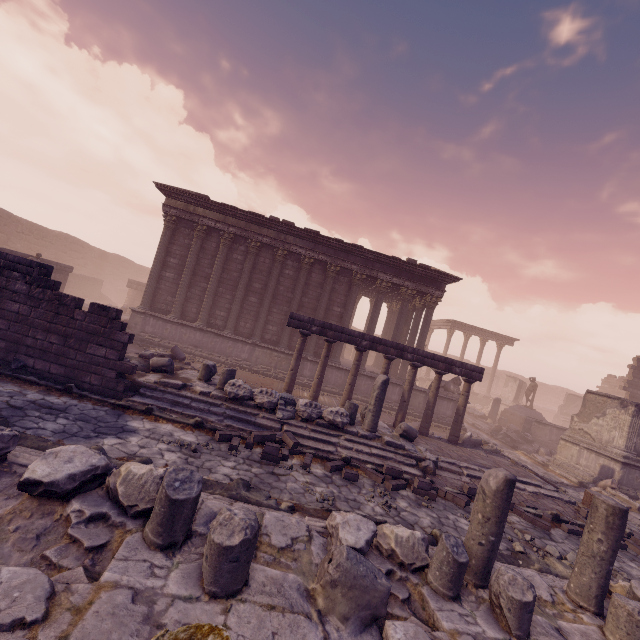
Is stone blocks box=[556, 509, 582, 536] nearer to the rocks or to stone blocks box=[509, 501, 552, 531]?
stone blocks box=[509, 501, 552, 531]

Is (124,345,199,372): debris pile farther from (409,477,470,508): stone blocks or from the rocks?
the rocks

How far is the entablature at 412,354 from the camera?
11.70m

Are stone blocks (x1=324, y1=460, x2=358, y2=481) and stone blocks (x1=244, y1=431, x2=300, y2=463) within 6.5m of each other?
yes

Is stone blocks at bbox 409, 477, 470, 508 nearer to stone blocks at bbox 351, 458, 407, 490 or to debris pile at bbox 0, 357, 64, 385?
stone blocks at bbox 351, 458, 407, 490

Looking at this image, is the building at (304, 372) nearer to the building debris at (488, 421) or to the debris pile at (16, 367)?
the building debris at (488, 421)

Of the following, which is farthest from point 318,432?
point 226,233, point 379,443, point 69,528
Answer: point 226,233

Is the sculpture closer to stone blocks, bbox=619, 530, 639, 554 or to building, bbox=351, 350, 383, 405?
building, bbox=351, 350, 383, 405
